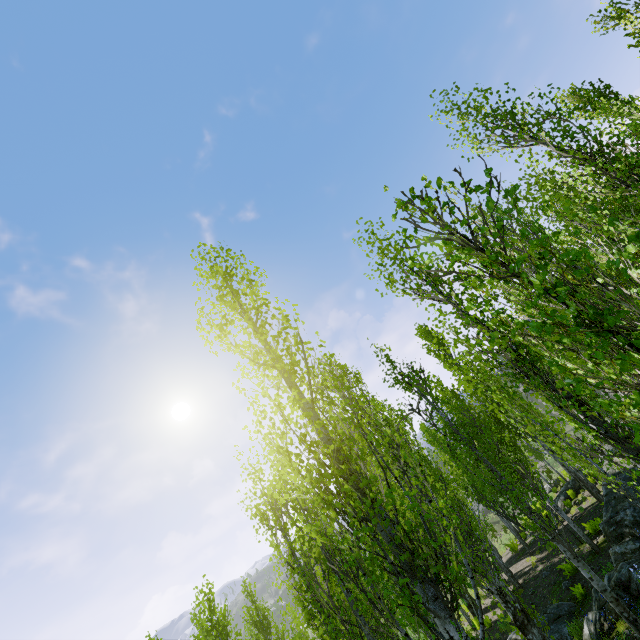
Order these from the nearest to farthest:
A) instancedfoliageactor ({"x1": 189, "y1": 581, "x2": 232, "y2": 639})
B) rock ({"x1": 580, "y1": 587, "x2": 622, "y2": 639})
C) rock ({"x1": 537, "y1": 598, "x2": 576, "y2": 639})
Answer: rock ({"x1": 580, "y1": 587, "x2": 622, "y2": 639}) < rock ({"x1": 537, "y1": 598, "x2": 576, "y2": 639}) < instancedfoliageactor ({"x1": 189, "y1": 581, "x2": 232, "y2": 639})

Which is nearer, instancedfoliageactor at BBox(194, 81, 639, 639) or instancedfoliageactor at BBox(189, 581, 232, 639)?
instancedfoliageactor at BBox(194, 81, 639, 639)

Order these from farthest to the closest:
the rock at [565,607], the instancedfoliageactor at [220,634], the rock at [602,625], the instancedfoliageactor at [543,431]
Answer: the instancedfoliageactor at [220,634] → the rock at [565,607] → the rock at [602,625] → the instancedfoliageactor at [543,431]

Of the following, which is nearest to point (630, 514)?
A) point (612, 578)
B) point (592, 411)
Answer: point (612, 578)

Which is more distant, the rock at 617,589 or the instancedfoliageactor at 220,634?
the instancedfoliageactor at 220,634

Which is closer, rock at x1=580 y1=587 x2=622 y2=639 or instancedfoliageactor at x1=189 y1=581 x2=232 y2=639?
rock at x1=580 y1=587 x2=622 y2=639

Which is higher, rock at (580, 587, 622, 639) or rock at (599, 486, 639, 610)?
rock at (599, 486, 639, 610)
